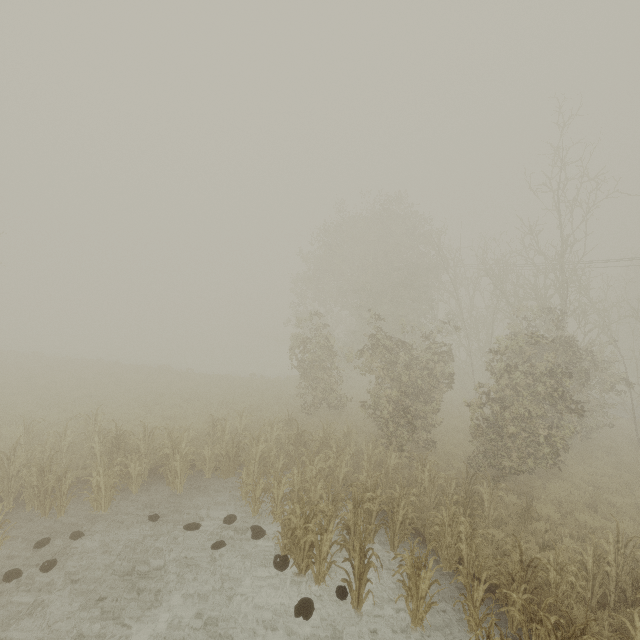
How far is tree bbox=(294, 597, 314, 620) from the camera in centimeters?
658cm

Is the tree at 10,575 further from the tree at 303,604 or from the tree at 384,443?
the tree at 384,443

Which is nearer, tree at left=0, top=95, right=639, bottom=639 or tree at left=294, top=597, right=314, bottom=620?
tree at left=294, top=597, right=314, bottom=620

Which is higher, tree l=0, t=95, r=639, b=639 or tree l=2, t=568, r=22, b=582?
tree l=0, t=95, r=639, b=639

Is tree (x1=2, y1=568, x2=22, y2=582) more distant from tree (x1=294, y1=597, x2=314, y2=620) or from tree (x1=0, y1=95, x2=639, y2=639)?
tree (x1=0, y1=95, x2=639, y2=639)

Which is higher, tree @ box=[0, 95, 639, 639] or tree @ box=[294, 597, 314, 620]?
tree @ box=[0, 95, 639, 639]

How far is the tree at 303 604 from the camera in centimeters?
658cm

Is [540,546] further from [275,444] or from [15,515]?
[15,515]
